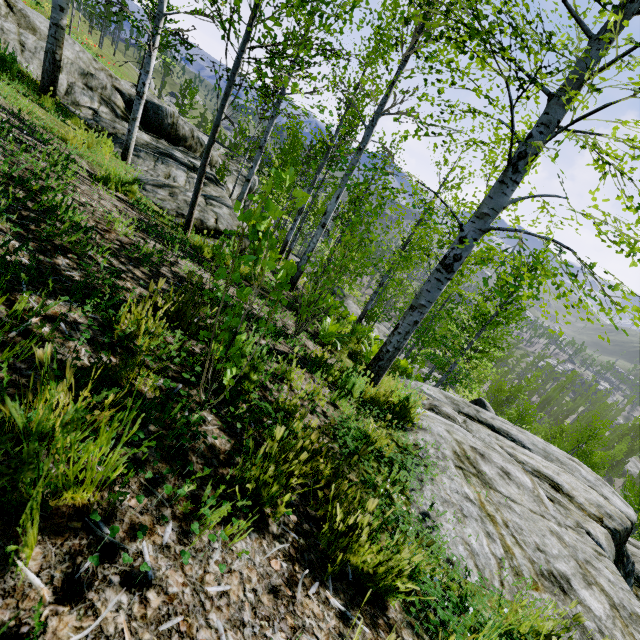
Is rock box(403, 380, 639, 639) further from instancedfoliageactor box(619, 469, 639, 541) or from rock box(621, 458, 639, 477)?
rock box(621, 458, 639, 477)

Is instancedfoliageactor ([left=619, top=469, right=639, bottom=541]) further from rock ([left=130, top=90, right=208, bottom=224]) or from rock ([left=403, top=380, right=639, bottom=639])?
rock ([left=130, top=90, right=208, bottom=224])

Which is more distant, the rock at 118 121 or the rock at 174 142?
the rock at 118 121

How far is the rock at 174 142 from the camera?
6.6m

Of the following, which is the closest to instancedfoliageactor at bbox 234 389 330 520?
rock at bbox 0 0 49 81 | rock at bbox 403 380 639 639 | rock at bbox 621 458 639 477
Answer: rock at bbox 403 380 639 639

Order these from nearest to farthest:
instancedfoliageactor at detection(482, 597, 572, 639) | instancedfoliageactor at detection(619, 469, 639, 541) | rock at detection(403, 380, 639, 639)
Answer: instancedfoliageactor at detection(482, 597, 572, 639), rock at detection(403, 380, 639, 639), instancedfoliageactor at detection(619, 469, 639, 541)

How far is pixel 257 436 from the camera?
2.1m
